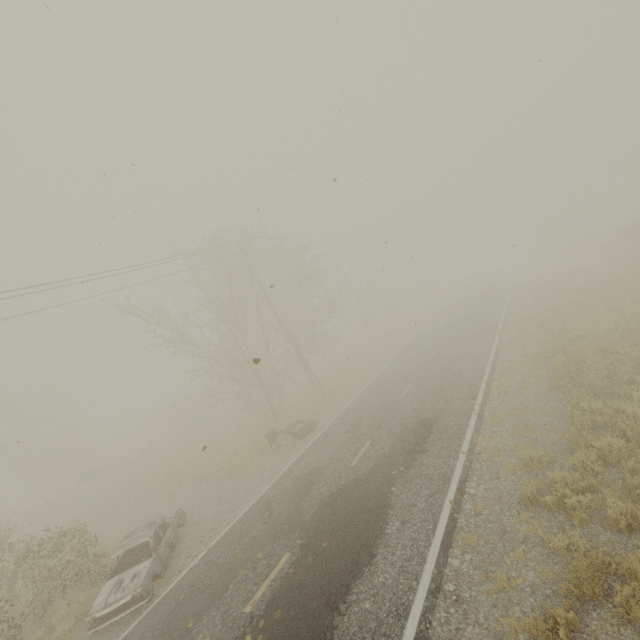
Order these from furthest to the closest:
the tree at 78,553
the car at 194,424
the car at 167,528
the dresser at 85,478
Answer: the car at 194,424
the dresser at 85,478
the tree at 78,553
the car at 167,528

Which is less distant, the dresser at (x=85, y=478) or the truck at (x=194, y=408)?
the dresser at (x=85, y=478)

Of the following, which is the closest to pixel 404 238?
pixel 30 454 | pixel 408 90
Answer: pixel 408 90

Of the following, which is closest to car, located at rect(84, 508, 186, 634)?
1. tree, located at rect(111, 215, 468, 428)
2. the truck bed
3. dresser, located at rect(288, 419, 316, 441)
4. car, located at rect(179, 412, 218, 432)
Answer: dresser, located at rect(288, 419, 316, 441)

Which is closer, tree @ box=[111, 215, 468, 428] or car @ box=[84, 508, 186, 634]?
car @ box=[84, 508, 186, 634]

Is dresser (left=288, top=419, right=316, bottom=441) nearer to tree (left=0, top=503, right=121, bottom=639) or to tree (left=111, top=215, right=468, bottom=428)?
tree (left=0, top=503, right=121, bottom=639)

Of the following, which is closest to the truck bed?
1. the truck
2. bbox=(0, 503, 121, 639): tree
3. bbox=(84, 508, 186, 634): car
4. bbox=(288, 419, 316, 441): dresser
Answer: bbox=(288, 419, 316, 441): dresser

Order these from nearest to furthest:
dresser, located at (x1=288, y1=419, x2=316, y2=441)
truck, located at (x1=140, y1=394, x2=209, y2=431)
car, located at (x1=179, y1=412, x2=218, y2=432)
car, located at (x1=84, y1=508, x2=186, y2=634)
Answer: car, located at (x1=84, y1=508, x2=186, y2=634), dresser, located at (x1=288, y1=419, x2=316, y2=441), car, located at (x1=179, y1=412, x2=218, y2=432), truck, located at (x1=140, y1=394, x2=209, y2=431)
